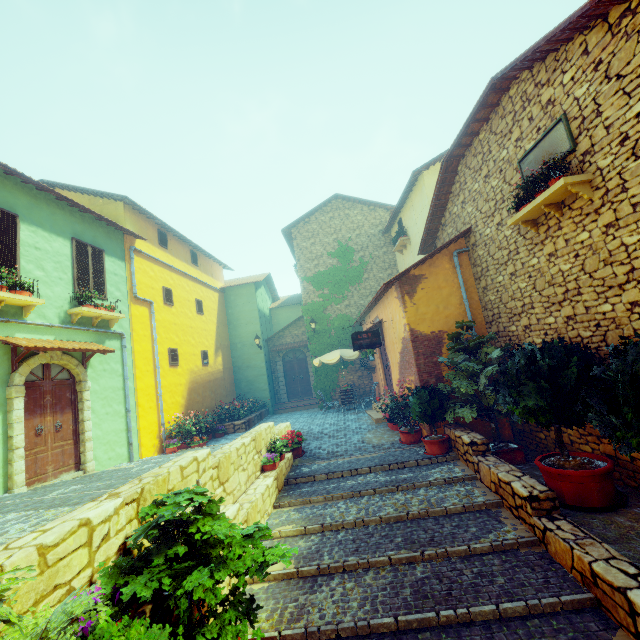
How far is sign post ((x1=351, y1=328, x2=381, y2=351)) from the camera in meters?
10.1

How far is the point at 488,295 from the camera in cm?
852

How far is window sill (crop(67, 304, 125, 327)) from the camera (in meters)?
8.60

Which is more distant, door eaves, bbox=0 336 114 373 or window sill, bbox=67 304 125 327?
window sill, bbox=67 304 125 327

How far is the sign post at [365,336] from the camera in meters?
10.1 m

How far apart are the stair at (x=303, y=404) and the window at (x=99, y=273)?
10.7 meters

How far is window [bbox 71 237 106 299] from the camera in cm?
911

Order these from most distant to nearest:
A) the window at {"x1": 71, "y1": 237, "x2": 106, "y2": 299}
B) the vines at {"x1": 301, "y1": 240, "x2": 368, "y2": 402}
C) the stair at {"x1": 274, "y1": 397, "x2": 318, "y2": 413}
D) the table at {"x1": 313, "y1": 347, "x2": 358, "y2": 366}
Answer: the stair at {"x1": 274, "y1": 397, "x2": 318, "y2": 413}, the vines at {"x1": 301, "y1": 240, "x2": 368, "y2": 402}, the table at {"x1": 313, "y1": 347, "x2": 358, "y2": 366}, the window at {"x1": 71, "y1": 237, "x2": 106, "y2": 299}
